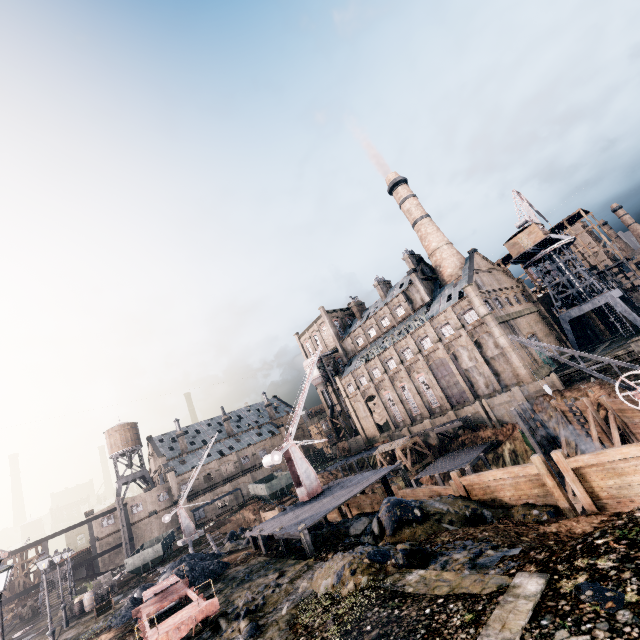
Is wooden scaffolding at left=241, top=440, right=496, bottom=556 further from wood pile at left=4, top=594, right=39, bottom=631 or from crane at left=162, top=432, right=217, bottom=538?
wood pile at left=4, top=594, right=39, bottom=631

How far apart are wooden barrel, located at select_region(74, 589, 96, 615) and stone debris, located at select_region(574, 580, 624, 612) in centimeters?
3965cm

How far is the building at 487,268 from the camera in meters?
45.6 m

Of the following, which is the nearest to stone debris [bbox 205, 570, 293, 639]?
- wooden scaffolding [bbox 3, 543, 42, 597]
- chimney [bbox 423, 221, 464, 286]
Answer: chimney [bbox 423, 221, 464, 286]

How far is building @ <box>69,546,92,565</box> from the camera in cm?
5628

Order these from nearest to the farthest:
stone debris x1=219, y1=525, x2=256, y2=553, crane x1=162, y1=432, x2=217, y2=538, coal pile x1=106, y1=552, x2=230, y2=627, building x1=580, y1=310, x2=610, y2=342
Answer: coal pile x1=106, y1=552, x2=230, y2=627
stone debris x1=219, y1=525, x2=256, y2=553
crane x1=162, y1=432, x2=217, y2=538
building x1=580, y1=310, x2=610, y2=342

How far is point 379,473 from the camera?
22.3m

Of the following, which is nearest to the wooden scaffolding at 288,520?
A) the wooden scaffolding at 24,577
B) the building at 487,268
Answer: the building at 487,268
